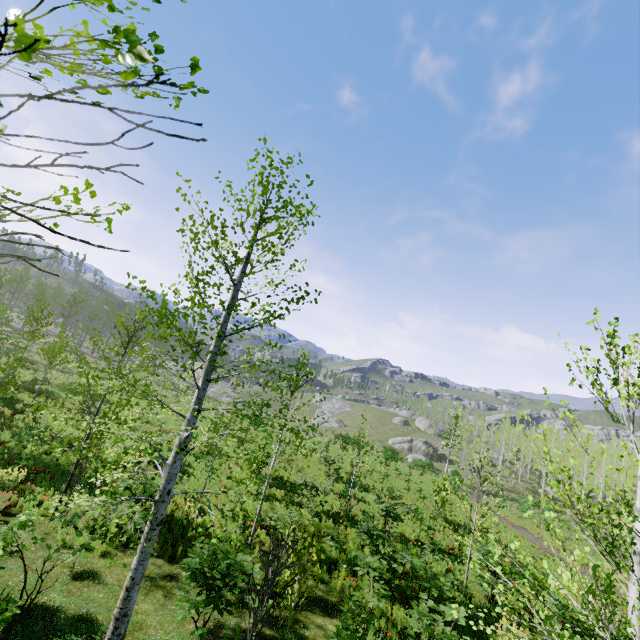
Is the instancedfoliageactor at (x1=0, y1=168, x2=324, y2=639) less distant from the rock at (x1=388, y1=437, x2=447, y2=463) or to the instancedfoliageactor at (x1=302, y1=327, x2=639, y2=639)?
the instancedfoliageactor at (x1=302, y1=327, x2=639, y2=639)

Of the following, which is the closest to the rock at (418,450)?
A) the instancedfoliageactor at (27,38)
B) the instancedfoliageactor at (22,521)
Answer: the instancedfoliageactor at (27,38)

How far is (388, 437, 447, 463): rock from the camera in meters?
51.3 m

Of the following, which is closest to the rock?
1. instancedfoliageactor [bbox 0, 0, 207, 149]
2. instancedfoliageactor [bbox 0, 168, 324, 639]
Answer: instancedfoliageactor [bbox 0, 0, 207, 149]

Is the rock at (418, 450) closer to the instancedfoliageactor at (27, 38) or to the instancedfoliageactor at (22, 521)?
the instancedfoliageactor at (27, 38)

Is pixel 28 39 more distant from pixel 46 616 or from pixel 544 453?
pixel 46 616

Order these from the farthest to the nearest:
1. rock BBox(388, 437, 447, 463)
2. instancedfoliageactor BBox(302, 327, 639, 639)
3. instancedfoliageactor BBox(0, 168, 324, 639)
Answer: rock BBox(388, 437, 447, 463)
instancedfoliageactor BBox(0, 168, 324, 639)
instancedfoliageactor BBox(302, 327, 639, 639)
